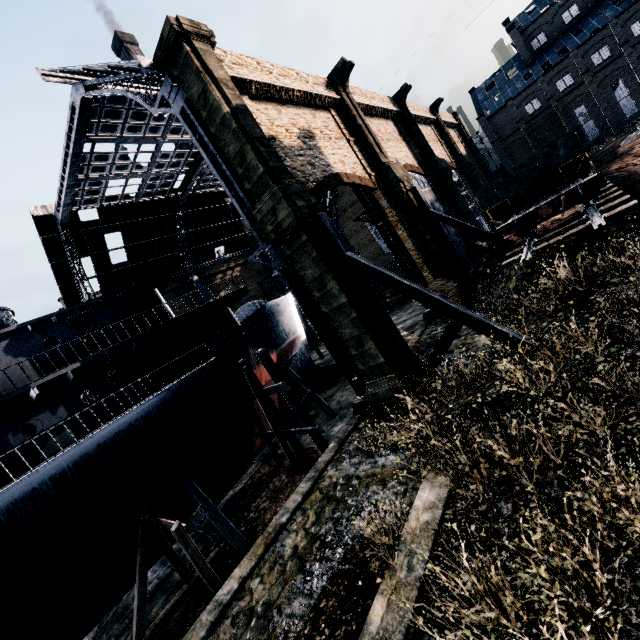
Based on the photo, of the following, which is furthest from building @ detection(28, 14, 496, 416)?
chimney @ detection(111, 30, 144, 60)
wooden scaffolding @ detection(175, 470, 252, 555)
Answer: chimney @ detection(111, 30, 144, 60)

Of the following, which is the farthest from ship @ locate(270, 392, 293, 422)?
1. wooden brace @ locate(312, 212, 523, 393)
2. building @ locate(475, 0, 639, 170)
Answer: building @ locate(475, 0, 639, 170)

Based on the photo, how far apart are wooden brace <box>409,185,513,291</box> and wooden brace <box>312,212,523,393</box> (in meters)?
11.69

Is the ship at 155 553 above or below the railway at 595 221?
below

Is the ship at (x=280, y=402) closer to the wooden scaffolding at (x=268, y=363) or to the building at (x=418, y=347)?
the wooden scaffolding at (x=268, y=363)

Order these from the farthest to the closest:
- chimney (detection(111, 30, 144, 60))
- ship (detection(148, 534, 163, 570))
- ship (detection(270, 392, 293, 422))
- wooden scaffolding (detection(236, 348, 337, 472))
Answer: chimney (detection(111, 30, 144, 60)) → ship (detection(270, 392, 293, 422)) → wooden scaffolding (detection(236, 348, 337, 472)) → ship (detection(148, 534, 163, 570))

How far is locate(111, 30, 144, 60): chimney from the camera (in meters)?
54.94

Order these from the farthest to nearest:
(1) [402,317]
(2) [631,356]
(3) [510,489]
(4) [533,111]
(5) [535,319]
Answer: (4) [533,111] < (1) [402,317] < (5) [535,319] < (2) [631,356] < (3) [510,489]
